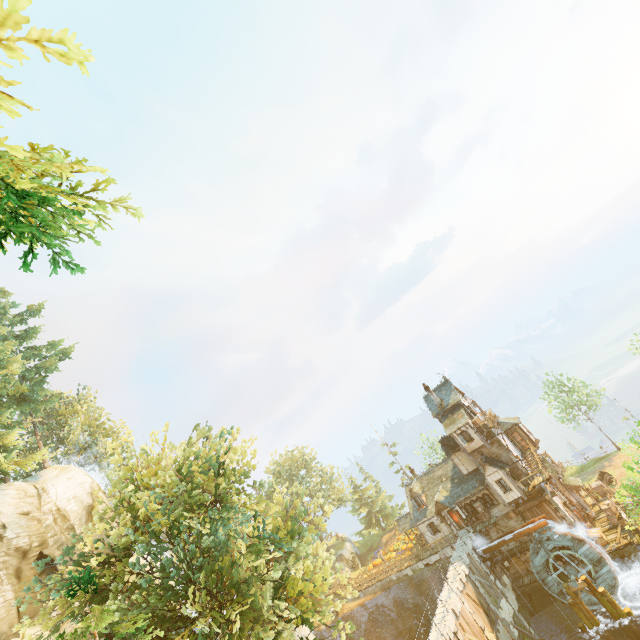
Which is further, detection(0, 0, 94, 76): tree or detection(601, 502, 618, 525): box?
detection(601, 502, 618, 525): box

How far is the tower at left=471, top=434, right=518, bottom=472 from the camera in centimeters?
3438cm

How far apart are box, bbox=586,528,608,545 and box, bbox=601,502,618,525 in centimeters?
132cm

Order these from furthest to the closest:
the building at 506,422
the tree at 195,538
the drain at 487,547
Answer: the building at 506,422 → the drain at 487,547 → the tree at 195,538

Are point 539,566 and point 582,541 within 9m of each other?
yes

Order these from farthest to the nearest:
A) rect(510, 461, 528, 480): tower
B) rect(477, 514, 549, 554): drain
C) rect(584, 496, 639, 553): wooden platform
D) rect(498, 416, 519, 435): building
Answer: rect(498, 416, 519, 435): building < rect(510, 461, 528, 480): tower < rect(477, 514, 549, 554): drain < rect(584, 496, 639, 553): wooden platform

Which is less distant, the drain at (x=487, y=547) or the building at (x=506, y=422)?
the drain at (x=487, y=547)

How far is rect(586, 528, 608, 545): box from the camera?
29.80m
